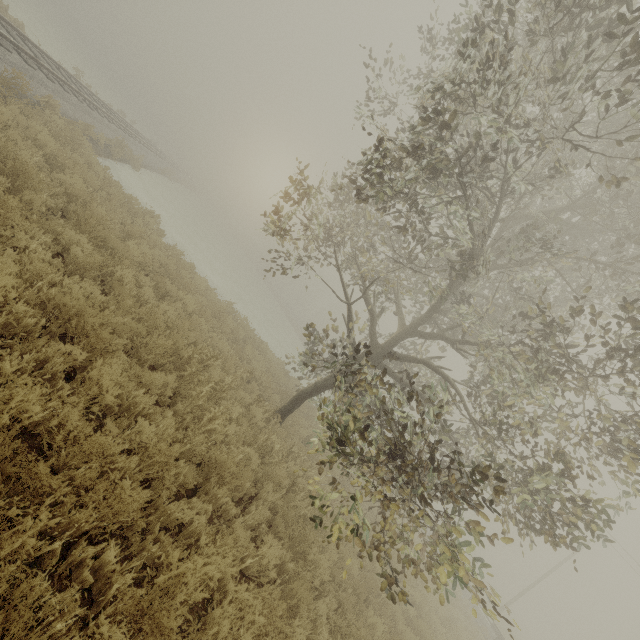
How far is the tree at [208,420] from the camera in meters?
5.9 m

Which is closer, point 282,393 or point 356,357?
point 356,357

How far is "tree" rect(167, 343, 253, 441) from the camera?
5.9 meters

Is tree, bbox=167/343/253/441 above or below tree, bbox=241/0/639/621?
below

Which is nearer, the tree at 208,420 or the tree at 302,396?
the tree at 302,396

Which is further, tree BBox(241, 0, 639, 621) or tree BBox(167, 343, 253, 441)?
tree BBox(167, 343, 253, 441)
